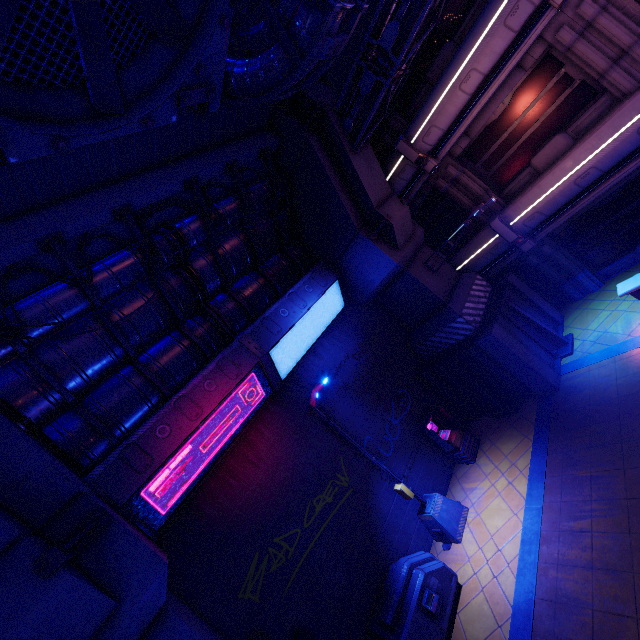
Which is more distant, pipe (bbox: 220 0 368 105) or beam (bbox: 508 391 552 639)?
beam (bbox: 508 391 552 639)

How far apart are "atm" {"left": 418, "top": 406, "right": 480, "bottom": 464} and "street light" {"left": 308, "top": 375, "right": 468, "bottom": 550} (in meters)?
1.31

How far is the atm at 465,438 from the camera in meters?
11.1 m

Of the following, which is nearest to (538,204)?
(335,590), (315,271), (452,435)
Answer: (315,271)

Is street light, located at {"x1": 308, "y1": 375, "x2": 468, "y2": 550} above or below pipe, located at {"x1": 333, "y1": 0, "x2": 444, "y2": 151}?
below

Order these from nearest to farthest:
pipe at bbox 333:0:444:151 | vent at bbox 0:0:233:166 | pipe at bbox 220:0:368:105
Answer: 1. vent at bbox 0:0:233:166
2. pipe at bbox 220:0:368:105
3. pipe at bbox 333:0:444:151

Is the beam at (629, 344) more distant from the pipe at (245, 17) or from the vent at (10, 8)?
the vent at (10, 8)

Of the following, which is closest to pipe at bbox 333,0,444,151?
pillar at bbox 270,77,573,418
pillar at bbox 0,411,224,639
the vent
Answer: pillar at bbox 270,77,573,418
